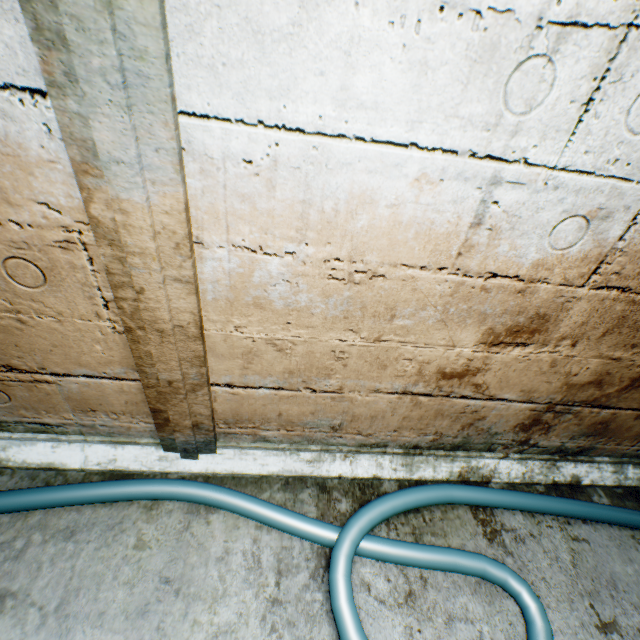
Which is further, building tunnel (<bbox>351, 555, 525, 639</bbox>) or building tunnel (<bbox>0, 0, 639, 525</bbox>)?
building tunnel (<bbox>351, 555, 525, 639</bbox>)

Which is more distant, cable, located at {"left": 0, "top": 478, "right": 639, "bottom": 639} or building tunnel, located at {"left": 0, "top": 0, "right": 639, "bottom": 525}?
cable, located at {"left": 0, "top": 478, "right": 639, "bottom": 639}

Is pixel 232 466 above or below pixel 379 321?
below

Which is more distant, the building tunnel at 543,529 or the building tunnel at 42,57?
the building tunnel at 543,529

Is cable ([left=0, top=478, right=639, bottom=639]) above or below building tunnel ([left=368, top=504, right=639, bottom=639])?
above
